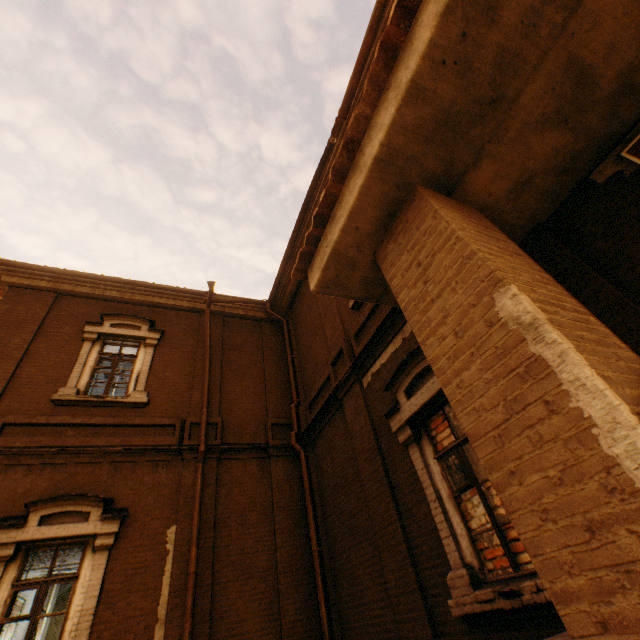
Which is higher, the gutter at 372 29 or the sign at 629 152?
the gutter at 372 29

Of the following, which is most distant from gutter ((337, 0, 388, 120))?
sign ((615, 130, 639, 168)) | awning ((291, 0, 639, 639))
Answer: sign ((615, 130, 639, 168))

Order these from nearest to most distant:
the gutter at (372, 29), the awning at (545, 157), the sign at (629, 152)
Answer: the awning at (545, 157)
the sign at (629, 152)
the gutter at (372, 29)

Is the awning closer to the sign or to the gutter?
the sign

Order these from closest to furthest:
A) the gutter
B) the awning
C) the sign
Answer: the awning < the sign < the gutter

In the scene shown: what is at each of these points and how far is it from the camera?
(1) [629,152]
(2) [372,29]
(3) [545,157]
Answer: (1) sign, 2.8 meters
(2) gutter, 6.4 meters
(3) awning, 2.8 meters

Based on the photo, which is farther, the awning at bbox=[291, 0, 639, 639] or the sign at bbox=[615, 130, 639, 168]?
the sign at bbox=[615, 130, 639, 168]
